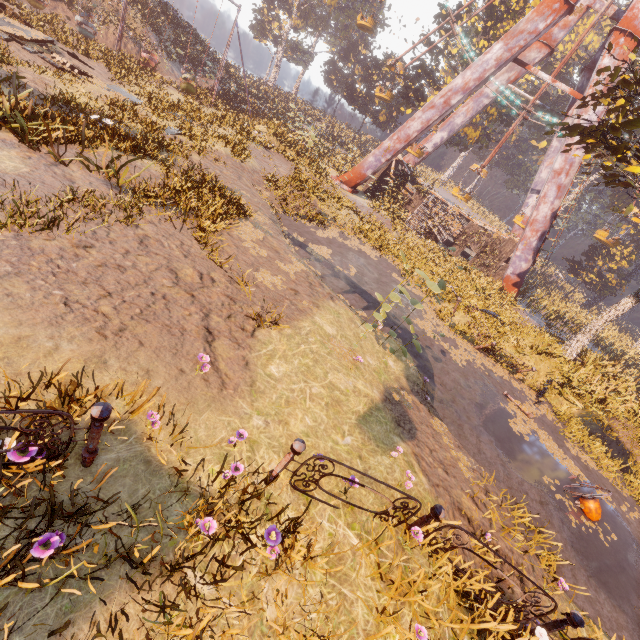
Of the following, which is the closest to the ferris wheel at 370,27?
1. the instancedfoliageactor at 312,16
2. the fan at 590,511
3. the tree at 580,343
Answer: the instancedfoliageactor at 312,16

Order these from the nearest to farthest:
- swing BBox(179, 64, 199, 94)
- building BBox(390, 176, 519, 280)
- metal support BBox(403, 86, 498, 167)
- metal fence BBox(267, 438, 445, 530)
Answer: metal fence BBox(267, 438, 445, 530)
swing BBox(179, 64, 199, 94)
building BBox(390, 176, 519, 280)
metal support BBox(403, 86, 498, 167)

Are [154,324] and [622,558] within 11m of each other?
no

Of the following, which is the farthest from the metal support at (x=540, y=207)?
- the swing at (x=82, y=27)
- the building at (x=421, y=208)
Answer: the swing at (x=82, y=27)

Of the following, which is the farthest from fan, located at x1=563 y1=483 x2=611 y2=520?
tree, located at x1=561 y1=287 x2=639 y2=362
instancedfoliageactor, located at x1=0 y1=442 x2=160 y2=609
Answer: instancedfoliageactor, located at x1=0 y1=442 x2=160 y2=609

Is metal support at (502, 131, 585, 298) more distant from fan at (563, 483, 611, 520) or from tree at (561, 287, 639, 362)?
fan at (563, 483, 611, 520)

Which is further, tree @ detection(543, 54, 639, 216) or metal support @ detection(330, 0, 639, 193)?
metal support @ detection(330, 0, 639, 193)

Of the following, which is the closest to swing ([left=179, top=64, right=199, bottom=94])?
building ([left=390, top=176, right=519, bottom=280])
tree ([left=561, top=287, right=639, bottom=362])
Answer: building ([left=390, top=176, right=519, bottom=280])
